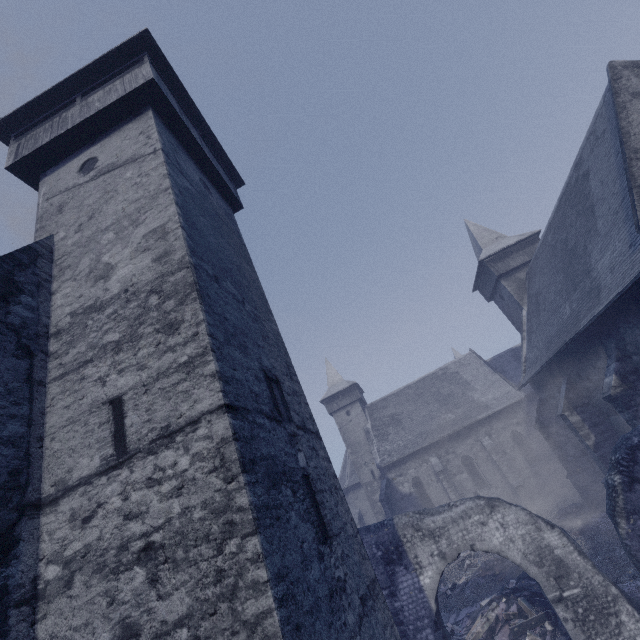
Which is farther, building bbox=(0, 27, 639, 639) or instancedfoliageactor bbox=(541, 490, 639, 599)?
instancedfoliageactor bbox=(541, 490, 639, 599)

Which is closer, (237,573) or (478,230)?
(237,573)

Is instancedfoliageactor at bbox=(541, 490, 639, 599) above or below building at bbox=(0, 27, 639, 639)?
below

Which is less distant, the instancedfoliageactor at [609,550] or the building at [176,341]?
the building at [176,341]
